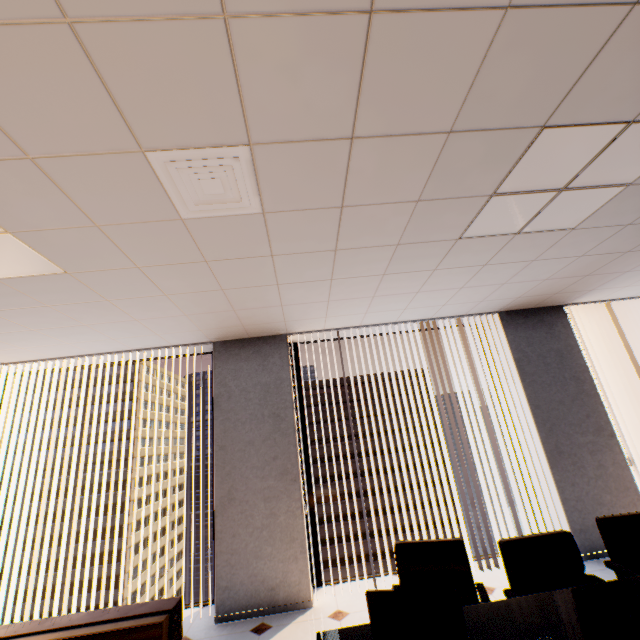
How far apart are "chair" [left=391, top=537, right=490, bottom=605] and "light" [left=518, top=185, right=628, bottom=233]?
2.2 meters

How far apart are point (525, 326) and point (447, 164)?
3.6 meters

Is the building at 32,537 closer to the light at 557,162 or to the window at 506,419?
the window at 506,419

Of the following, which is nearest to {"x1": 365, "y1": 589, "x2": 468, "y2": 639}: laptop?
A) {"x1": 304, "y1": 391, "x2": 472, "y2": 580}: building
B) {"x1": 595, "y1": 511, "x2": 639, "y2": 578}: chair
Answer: {"x1": 595, "y1": 511, "x2": 639, "y2": 578}: chair

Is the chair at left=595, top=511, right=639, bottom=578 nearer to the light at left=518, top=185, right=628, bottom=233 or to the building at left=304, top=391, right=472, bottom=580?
the light at left=518, top=185, right=628, bottom=233

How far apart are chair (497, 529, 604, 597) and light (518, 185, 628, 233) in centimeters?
213cm

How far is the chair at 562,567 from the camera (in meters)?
1.96

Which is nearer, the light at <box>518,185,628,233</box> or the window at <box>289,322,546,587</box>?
the light at <box>518,185,628,233</box>
